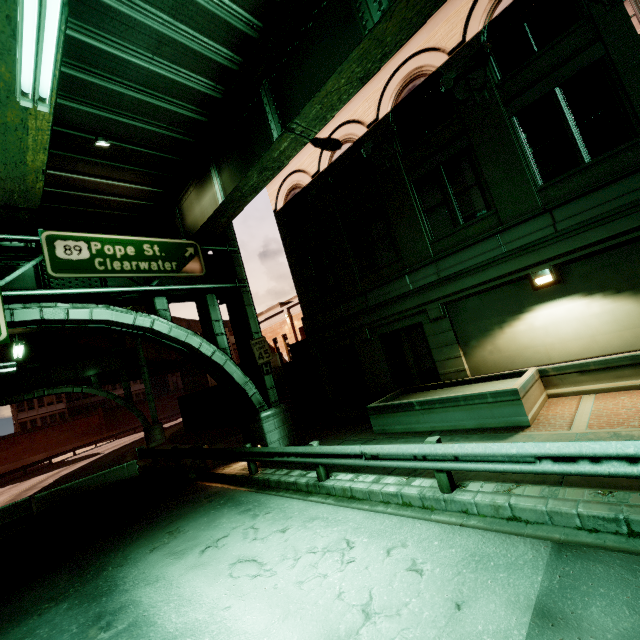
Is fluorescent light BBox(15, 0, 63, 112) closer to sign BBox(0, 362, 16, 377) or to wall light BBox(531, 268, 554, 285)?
sign BBox(0, 362, 16, 377)

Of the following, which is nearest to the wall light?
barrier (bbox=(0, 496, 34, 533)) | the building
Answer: the building

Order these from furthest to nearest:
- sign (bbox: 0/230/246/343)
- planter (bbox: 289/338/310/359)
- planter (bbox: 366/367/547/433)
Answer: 1. planter (bbox: 289/338/310/359)
2. sign (bbox: 0/230/246/343)
3. planter (bbox: 366/367/547/433)

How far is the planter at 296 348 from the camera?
18.58m

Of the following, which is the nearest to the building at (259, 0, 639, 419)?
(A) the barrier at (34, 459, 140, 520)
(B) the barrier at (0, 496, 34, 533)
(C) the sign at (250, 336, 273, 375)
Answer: (C) the sign at (250, 336, 273, 375)

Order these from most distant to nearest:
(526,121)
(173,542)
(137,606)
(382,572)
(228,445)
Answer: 1. (228,445)
2. (526,121)
3. (173,542)
4. (137,606)
5. (382,572)

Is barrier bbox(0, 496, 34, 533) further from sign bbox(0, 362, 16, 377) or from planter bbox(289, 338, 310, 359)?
planter bbox(289, 338, 310, 359)

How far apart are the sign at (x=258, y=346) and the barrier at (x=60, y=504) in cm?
883
